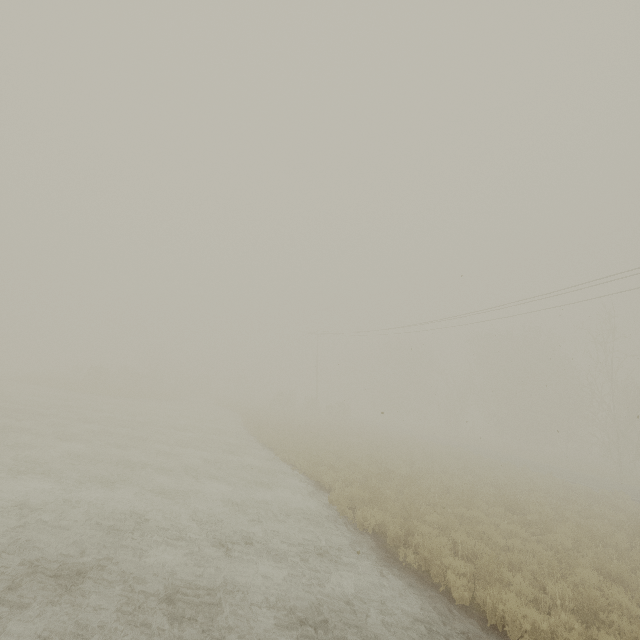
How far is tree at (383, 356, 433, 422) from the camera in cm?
5646

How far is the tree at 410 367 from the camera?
56.5 meters

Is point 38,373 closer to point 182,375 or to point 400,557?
point 182,375
